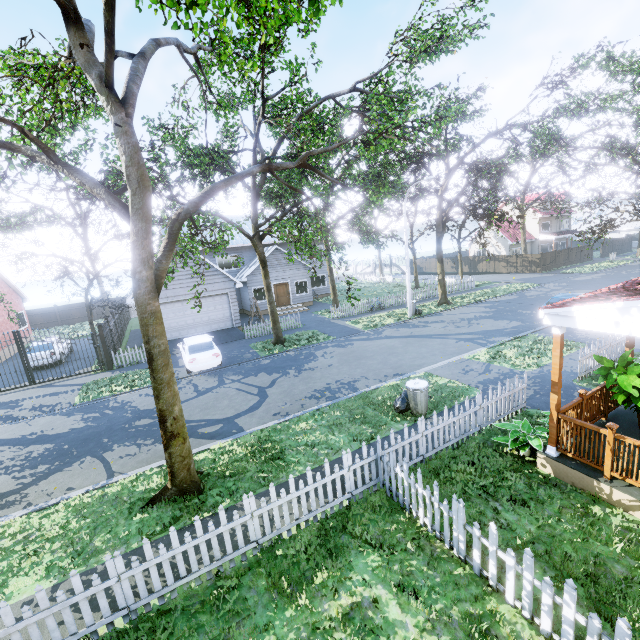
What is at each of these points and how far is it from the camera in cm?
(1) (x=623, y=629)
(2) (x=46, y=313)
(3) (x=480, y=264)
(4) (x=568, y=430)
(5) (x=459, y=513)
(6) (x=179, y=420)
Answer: (1) fence, 319
(2) fence, 3409
(3) fence, 4281
(4) wooden rail, 682
(5) fence, 491
(6) tree, 716

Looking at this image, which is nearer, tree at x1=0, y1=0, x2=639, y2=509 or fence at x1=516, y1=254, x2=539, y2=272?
tree at x1=0, y1=0, x2=639, y2=509

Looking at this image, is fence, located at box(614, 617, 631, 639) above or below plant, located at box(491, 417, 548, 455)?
above

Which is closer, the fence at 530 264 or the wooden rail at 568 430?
the wooden rail at 568 430

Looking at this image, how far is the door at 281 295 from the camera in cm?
2875

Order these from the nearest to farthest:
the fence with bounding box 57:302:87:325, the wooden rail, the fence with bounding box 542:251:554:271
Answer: the wooden rail < the fence with bounding box 57:302:87:325 < the fence with bounding box 542:251:554:271

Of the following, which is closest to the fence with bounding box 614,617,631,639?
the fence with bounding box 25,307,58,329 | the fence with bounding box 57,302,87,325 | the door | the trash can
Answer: the fence with bounding box 57,302,87,325

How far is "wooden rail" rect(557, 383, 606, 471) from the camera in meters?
5.9 m
